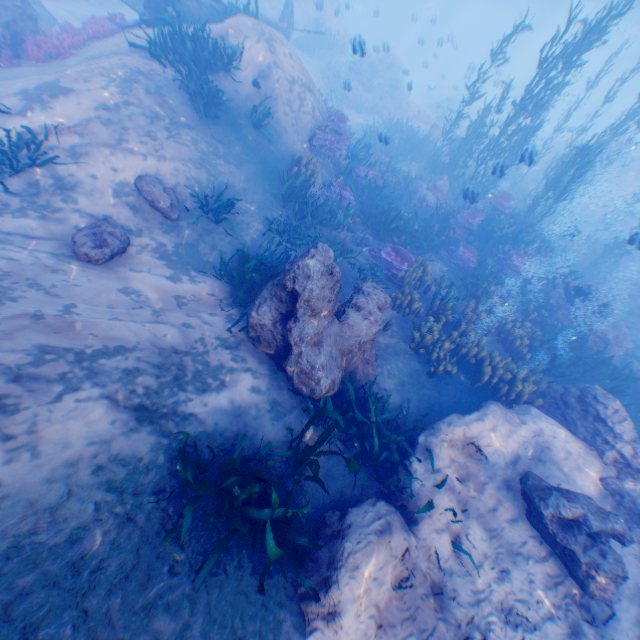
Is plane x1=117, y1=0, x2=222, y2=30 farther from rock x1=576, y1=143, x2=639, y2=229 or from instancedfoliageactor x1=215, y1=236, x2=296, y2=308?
instancedfoliageactor x1=215, y1=236, x2=296, y2=308

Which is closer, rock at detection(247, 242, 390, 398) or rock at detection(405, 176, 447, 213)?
rock at detection(247, 242, 390, 398)

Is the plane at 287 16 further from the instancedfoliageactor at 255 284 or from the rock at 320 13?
the instancedfoliageactor at 255 284

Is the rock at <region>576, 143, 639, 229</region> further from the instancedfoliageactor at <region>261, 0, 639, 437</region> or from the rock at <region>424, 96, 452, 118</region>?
the rock at <region>424, 96, 452, 118</region>

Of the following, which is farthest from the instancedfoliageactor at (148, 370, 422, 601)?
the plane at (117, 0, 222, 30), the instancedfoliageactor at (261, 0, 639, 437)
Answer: the plane at (117, 0, 222, 30)

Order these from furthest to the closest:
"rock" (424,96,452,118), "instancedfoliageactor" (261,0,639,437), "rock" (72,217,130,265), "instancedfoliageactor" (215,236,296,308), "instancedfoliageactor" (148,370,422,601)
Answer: "rock" (424,96,452,118) → "instancedfoliageactor" (261,0,639,437) → "instancedfoliageactor" (215,236,296,308) → "rock" (72,217,130,265) → "instancedfoliageactor" (148,370,422,601)

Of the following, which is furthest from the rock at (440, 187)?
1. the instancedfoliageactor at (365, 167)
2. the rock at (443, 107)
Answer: the rock at (443, 107)

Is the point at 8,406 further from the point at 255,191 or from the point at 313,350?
the point at 255,191
